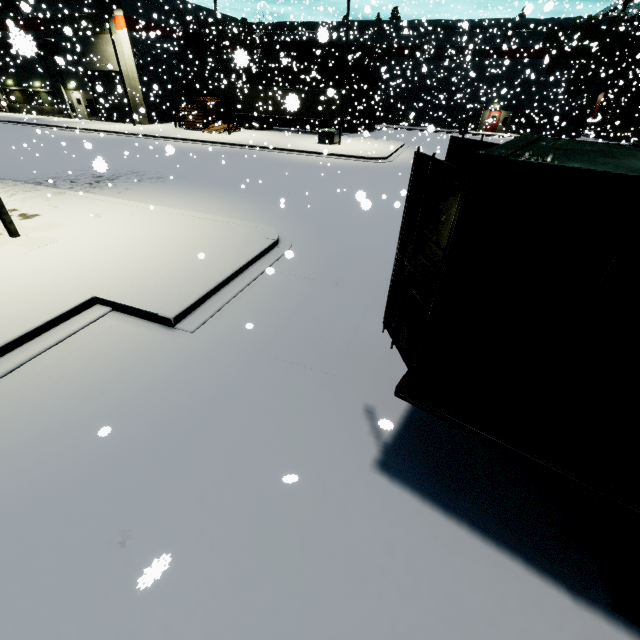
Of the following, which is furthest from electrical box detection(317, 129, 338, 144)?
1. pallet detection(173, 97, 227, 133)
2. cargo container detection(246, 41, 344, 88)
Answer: pallet detection(173, 97, 227, 133)

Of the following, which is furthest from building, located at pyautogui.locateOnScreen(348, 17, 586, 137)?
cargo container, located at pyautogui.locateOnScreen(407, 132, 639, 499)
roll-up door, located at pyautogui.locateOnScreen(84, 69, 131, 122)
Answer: cargo container, located at pyautogui.locateOnScreen(407, 132, 639, 499)

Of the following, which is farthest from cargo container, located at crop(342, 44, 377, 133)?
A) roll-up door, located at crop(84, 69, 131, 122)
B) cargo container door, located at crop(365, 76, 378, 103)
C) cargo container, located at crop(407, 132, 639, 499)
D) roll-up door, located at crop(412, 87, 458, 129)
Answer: cargo container, located at crop(407, 132, 639, 499)

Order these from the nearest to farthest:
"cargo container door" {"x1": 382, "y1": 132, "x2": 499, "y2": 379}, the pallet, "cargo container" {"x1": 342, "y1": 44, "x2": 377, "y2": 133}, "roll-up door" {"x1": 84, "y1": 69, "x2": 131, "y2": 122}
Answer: "cargo container door" {"x1": 382, "y1": 132, "x2": 499, "y2": 379} → "roll-up door" {"x1": 84, "y1": 69, "x2": 131, "y2": 122} → the pallet → "cargo container" {"x1": 342, "y1": 44, "x2": 377, "y2": 133}

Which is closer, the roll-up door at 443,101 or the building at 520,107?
the building at 520,107

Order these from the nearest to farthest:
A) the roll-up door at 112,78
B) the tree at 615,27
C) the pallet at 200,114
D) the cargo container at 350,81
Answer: the roll-up door at 112,78 < the pallet at 200,114 < the tree at 615,27 < the cargo container at 350,81

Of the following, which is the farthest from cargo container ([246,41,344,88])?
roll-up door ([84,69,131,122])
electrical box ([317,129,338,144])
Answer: electrical box ([317,129,338,144])

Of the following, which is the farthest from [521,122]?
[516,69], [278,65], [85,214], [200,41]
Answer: [85,214]
